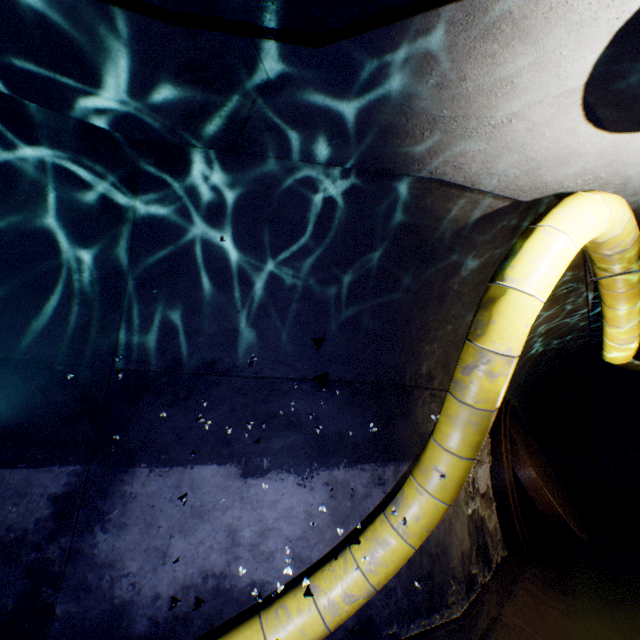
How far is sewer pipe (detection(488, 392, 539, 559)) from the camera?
5.5m

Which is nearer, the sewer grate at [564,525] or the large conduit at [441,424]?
the large conduit at [441,424]

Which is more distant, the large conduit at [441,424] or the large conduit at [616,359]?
the large conduit at [616,359]

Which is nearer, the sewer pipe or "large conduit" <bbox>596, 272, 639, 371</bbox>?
"large conduit" <bbox>596, 272, 639, 371</bbox>

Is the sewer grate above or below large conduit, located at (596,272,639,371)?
below

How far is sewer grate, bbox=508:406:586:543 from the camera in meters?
5.3

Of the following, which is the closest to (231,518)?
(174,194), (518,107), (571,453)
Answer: (174,194)

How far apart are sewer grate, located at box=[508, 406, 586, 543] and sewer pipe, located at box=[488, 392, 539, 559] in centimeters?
1cm
